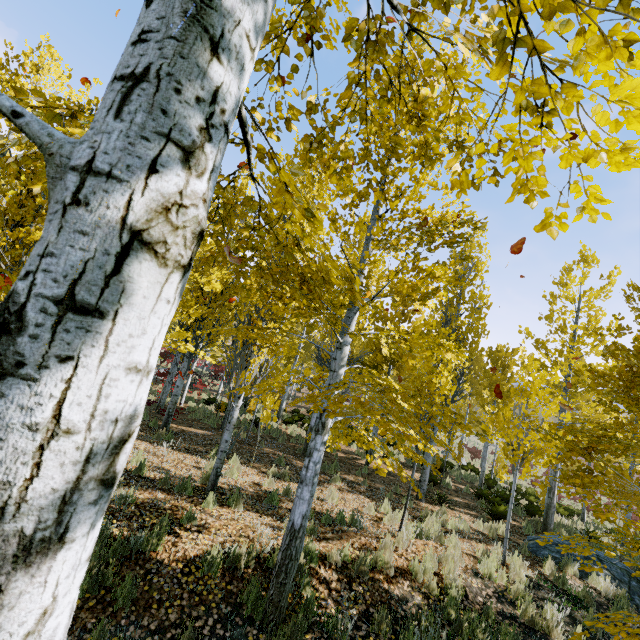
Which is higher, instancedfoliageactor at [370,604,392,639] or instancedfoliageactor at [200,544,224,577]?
instancedfoliageactor at [200,544,224,577]

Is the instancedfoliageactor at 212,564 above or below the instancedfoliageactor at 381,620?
above

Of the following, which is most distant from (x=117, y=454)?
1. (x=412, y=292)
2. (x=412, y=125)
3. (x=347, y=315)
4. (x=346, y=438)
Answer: (x=346, y=438)

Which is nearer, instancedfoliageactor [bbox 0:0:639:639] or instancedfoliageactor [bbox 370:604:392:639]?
instancedfoliageactor [bbox 0:0:639:639]

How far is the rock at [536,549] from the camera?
8.45m

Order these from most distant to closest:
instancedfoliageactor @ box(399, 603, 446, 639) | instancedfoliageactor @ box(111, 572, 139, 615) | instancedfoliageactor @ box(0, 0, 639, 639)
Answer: instancedfoliageactor @ box(399, 603, 446, 639), instancedfoliageactor @ box(111, 572, 139, 615), instancedfoliageactor @ box(0, 0, 639, 639)

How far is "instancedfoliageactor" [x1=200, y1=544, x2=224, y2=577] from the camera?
4.6 meters
